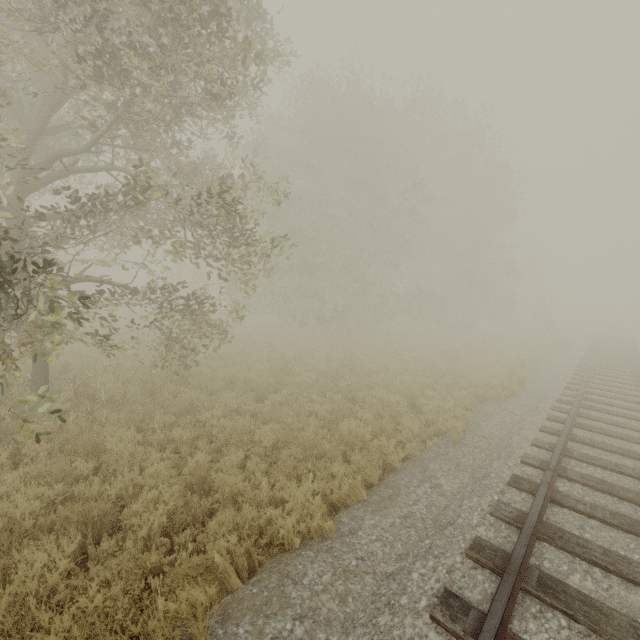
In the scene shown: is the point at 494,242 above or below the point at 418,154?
below
